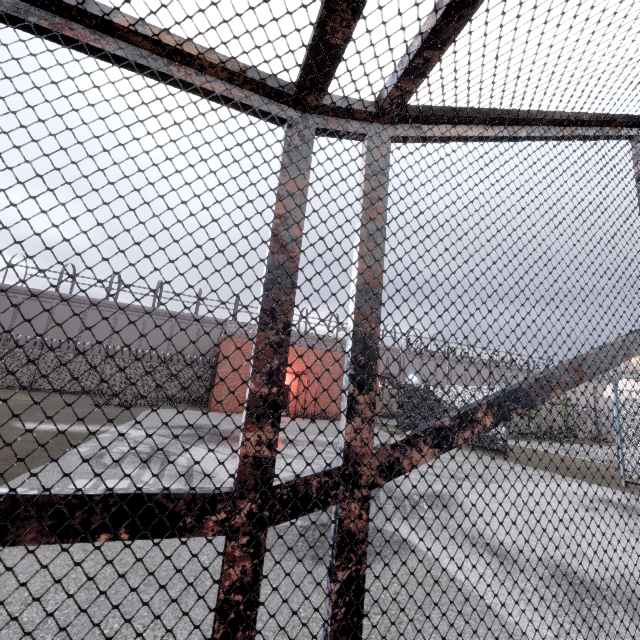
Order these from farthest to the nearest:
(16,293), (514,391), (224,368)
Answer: (16,293), (224,368), (514,391)

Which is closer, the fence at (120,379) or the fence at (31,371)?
the fence at (31,371)

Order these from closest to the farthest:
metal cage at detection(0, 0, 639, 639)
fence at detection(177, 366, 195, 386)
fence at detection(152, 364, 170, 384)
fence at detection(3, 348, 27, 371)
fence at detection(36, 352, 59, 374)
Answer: metal cage at detection(0, 0, 639, 639) → fence at detection(3, 348, 27, 371) → fence at detection(36, 352, 59, 374) → fence at detection(152, 364, 170, 384) → fence at detection(177, 366, 195, 386)

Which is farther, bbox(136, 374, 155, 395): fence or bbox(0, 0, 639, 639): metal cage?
bbox(136, 374, 155, 395): fence

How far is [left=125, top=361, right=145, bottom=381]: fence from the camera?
24.5m
